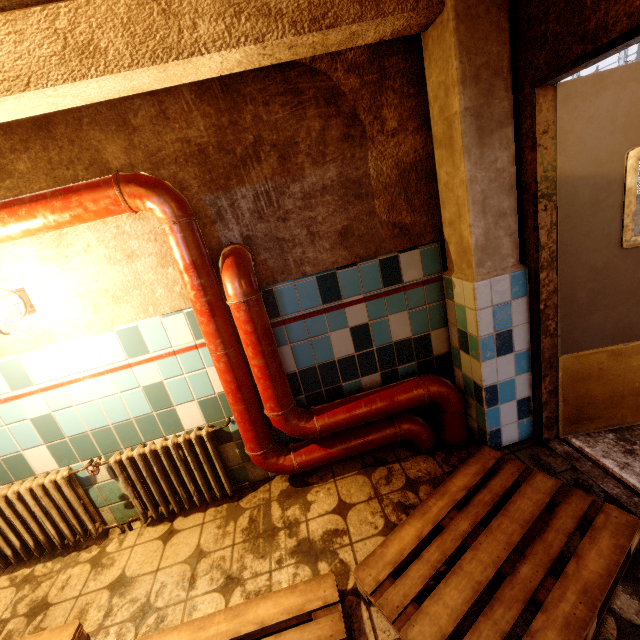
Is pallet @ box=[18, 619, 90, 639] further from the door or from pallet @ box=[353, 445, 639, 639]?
the door

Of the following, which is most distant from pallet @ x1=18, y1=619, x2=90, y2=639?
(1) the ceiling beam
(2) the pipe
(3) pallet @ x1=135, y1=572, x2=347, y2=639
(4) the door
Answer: (4) the door

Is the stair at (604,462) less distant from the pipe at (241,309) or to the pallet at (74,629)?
the pipe at (241,309)

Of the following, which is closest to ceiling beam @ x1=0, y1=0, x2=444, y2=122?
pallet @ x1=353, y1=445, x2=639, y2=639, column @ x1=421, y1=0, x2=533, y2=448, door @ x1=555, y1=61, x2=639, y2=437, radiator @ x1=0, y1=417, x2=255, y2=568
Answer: column @ x1=421, y1=0, x2=533, y2=448

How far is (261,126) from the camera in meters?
1.9 m

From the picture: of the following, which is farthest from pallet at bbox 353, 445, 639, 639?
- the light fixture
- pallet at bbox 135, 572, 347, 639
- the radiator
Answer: the light fixture

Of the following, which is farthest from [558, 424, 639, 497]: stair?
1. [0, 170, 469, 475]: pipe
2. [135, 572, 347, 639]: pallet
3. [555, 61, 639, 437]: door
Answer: [135, 572, 347, 639]: pallet

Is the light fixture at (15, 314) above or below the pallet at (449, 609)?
above
